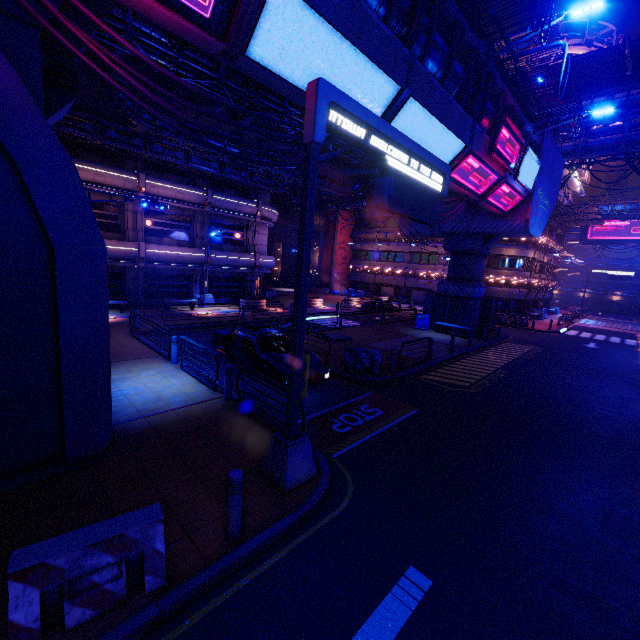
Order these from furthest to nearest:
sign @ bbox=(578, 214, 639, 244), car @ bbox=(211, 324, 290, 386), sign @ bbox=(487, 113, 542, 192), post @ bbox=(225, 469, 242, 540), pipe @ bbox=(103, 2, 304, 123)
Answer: sign @ bbox=(578, 214, 639, 244), sign @ bbox=(487, 113, 542, 192), car @ bbox=(211, 324, 290, 386), pipe @ bbox=(103, 2, 304, 123), post @ bbox=(225, 469, 242, 540)

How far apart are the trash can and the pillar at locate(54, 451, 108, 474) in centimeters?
2128cm

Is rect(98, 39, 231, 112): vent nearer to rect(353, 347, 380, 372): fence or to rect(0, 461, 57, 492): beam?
rect(353, 347, 380, 372): fence

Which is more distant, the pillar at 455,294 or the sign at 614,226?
the sign at 614,226

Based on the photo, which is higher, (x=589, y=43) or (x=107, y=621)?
(x=589, y=43)

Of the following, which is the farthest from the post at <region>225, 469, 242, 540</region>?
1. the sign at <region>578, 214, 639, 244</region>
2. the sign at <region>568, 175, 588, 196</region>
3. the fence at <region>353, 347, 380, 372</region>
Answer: Result: the sign at <region>578, 214, 639, 244</region>

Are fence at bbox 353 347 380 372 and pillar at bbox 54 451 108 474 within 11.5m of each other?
yes

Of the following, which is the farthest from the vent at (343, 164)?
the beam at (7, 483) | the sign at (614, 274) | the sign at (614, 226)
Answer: the sign at (614, 226)
